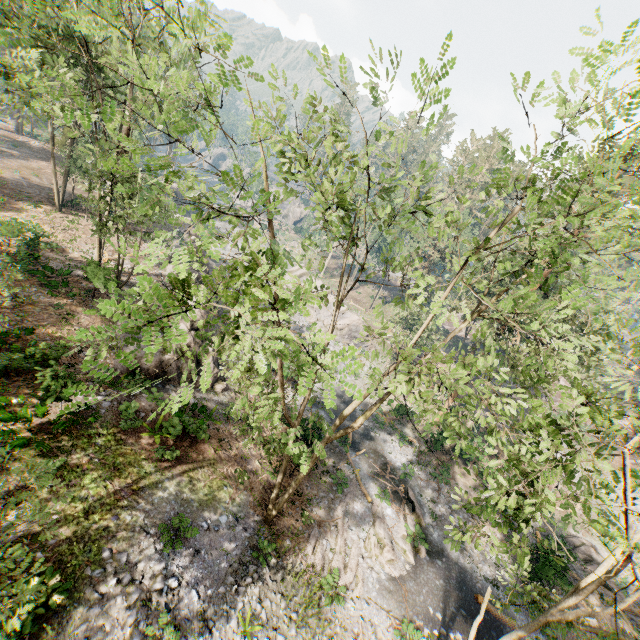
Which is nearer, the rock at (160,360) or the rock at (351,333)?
the rock at (160,360)

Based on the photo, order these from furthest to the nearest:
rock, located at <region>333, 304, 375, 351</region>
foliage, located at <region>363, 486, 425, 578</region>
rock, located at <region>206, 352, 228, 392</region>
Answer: rock, located at <region>333, 304, 375, 351</region> < rock, located at <region>206, 352, 228, 392</region> < foliage, located at <region>363, 486, 425, 578</region>

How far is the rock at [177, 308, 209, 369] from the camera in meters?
20.3

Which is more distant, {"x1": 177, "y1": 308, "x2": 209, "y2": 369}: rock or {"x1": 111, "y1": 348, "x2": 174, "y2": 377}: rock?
{"x1": 177, "y1": 308, "x2": 209, "y2": 369}: rock

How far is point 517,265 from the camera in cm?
707

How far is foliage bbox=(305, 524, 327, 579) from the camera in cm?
1551

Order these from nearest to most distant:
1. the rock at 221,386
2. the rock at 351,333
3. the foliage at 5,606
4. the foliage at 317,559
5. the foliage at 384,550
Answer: the foliage at 5,606, the foliage at 317,559, the foliage at 384,550, the rock at 221,386, the rock at 351,333

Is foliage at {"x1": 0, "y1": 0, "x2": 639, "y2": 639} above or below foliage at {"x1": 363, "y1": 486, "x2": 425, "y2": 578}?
above
